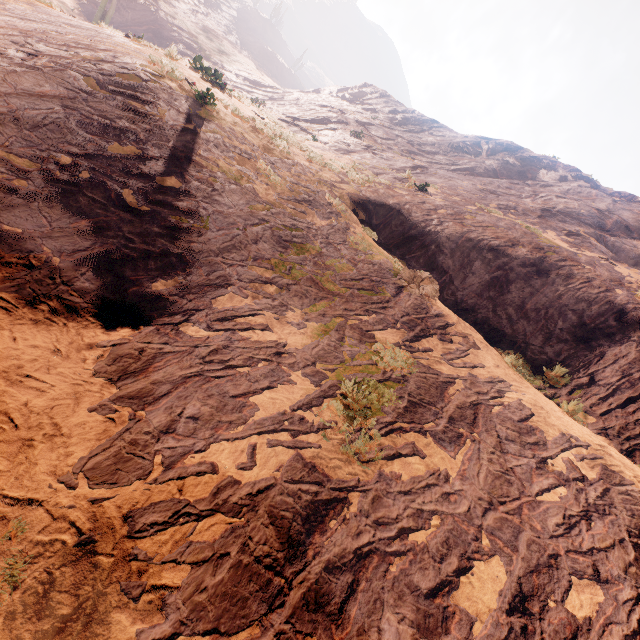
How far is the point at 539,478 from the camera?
4.5m
